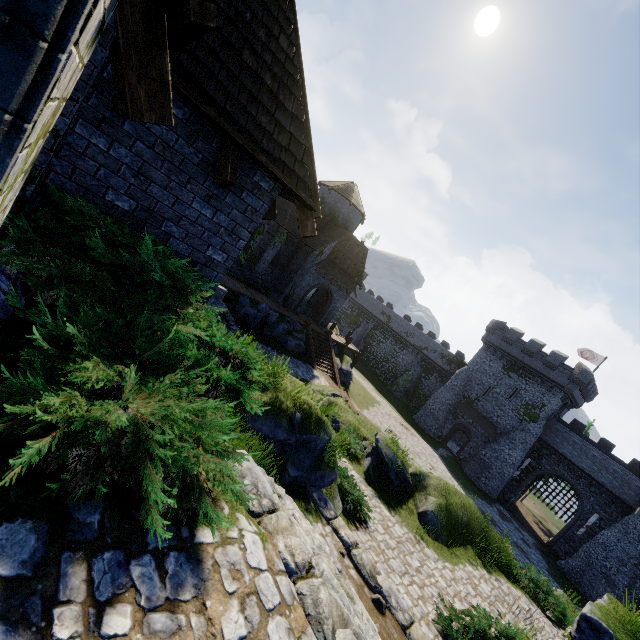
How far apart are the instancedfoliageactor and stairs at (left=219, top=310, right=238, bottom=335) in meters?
16.4

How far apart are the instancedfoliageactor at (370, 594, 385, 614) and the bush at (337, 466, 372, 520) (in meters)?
4.78

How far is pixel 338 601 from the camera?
3.18m

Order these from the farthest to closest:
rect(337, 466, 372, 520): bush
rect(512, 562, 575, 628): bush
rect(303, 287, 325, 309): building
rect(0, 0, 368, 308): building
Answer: rect(303, 287, 325, 309): building, rect(512, 562, 575, 628): bush, rect(337, 466, 372, 520): bush, rect(0, 0, 368, 308): building

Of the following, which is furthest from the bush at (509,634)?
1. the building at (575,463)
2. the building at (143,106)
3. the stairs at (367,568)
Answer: the building at (575,463)

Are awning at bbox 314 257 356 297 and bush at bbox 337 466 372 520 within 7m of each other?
no

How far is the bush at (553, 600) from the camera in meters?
15.0 m

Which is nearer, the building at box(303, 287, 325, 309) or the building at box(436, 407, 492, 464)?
the building at box(303, 287, 325, 309)
